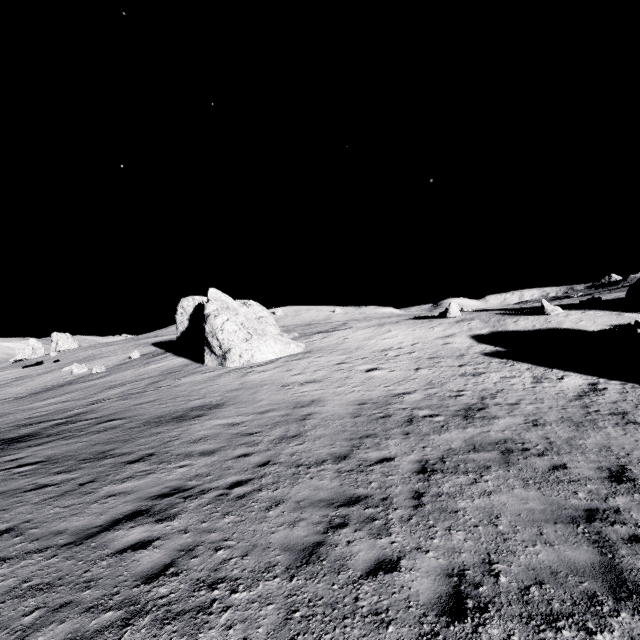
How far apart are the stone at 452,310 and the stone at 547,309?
7.29m

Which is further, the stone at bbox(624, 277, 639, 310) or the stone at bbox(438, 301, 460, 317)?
the stone at bbox(438, 301, 460, 317)

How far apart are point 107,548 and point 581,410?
15.52m

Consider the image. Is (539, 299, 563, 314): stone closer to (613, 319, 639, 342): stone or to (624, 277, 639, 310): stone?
(624, 277, 639, 310): stone

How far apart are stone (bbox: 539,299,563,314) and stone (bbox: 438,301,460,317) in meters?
7.3

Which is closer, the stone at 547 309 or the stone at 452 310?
the stone at 547 309

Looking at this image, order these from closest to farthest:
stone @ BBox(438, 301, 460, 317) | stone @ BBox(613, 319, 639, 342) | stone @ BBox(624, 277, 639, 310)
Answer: stone @ BBox(613, 319, 639, 342) < stone @ BBox(624, 277, 639, 310) < stone @ BBox(438, 301, 460, 317)

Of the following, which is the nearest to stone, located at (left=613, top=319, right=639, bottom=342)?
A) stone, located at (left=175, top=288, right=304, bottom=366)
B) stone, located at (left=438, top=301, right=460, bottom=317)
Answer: stone, located at (left=438, top=301, right=460, bottom=317)
